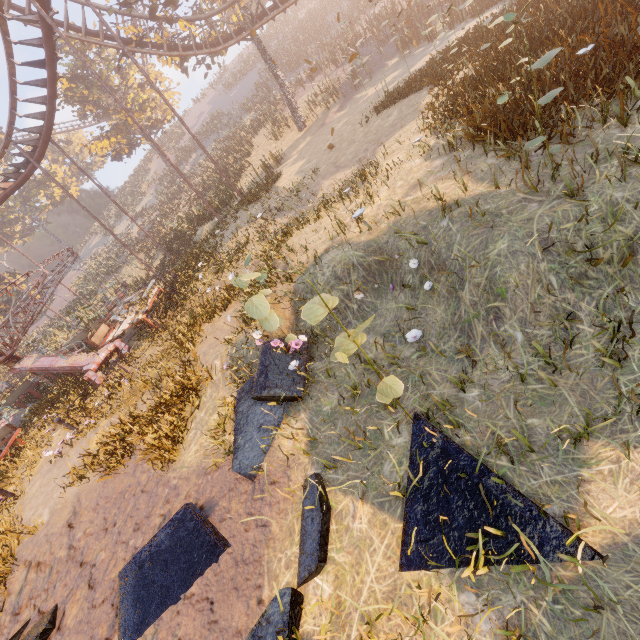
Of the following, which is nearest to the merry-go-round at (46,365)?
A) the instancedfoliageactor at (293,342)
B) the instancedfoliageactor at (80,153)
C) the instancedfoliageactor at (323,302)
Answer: the instancedfoliageactor at (293,342)

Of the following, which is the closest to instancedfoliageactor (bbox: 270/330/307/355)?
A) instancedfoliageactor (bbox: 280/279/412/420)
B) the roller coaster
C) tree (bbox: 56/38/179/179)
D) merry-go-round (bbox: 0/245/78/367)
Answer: instancedfoliageactor (bbox: 280/279/412/420)

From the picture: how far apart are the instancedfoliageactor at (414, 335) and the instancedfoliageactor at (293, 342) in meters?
1.8 m

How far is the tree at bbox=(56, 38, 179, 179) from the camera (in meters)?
30.01

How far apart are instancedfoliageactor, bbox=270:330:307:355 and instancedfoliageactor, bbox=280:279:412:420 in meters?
1.5 m

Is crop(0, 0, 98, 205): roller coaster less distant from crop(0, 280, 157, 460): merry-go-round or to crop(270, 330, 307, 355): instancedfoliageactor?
crop(0, 280, 157, 460): merry-go-round

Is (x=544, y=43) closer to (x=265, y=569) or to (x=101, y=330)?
(x=265, y=569)

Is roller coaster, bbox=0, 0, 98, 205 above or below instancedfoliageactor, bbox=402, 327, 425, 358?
above
